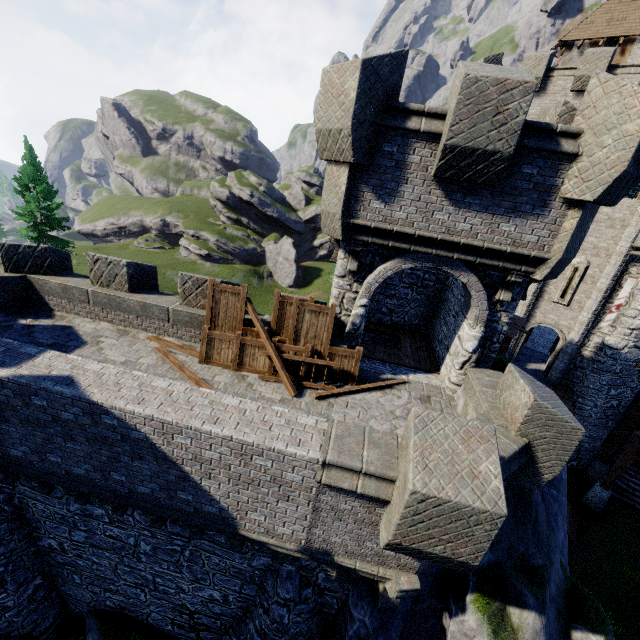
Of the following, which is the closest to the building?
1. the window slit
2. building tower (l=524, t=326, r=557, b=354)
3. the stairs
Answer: building tower (l=524, t=326, r=557, b=354)

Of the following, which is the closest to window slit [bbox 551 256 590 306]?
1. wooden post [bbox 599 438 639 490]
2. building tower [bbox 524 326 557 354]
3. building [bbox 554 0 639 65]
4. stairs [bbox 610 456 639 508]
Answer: building tower [bbox 524 326 557 354]

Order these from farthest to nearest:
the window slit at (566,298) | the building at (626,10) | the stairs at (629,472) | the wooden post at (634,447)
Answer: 1. the building at (626,10)
2. the stairs at (629,472)
3. the window slit at (566,298)
4. the wooden post at (634,447)

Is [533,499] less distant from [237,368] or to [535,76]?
[237,368]

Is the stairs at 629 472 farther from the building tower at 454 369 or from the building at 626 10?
the building at 626 10

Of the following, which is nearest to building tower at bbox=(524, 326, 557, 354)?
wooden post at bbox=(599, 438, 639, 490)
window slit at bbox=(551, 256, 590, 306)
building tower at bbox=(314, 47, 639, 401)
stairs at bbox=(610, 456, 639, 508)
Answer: window slit at bbox=(551, 256, 590, 306)

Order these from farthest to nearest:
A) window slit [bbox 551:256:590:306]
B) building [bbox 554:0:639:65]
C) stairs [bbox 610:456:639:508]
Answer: building [bbox 554:0:639:65], stairs [bbox 610:456:639:508], window slit [bbox 551:256:590:306]

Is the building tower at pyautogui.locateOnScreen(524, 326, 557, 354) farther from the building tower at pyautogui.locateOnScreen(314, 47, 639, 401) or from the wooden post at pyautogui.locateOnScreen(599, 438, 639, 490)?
the building tower at pyautogui.locateOnScreen(314, 47, 639, 401)
